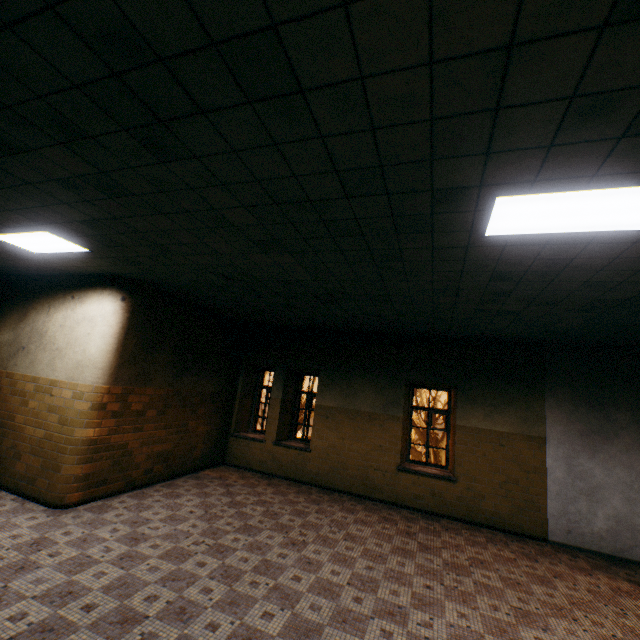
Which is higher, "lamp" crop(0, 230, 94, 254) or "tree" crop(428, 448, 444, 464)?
"lamp" crop(0, 230, 94, 254)

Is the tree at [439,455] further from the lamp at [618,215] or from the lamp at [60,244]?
the lamp at [60,244]

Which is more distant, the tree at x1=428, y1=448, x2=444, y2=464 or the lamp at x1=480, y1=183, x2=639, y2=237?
the tree at x1=428, y1=448, x2=444, y2=464

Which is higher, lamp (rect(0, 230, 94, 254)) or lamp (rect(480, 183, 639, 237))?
lamp (rect(0, 230, 94, 254))

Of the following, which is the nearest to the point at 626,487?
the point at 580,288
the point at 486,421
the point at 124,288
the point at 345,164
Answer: the point at 486,421

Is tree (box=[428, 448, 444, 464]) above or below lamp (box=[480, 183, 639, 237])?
below

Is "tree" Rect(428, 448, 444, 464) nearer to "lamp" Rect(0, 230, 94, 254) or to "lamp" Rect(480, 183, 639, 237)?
"lamp" Rect(480, 183, 639, 237)

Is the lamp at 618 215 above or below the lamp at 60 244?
below
